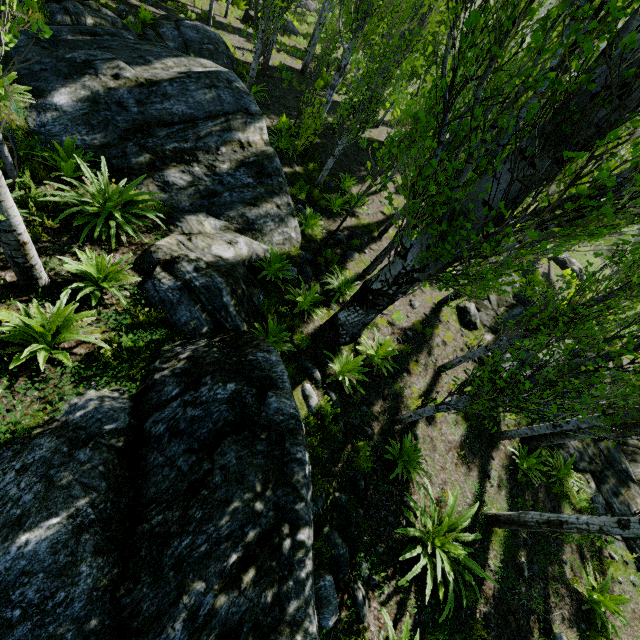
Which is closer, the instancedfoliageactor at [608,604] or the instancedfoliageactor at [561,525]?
the instancedfoliageactor at [561,525]

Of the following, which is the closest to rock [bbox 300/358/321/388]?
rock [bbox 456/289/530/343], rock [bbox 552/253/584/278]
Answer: rock [bbox 456/289/530/343]

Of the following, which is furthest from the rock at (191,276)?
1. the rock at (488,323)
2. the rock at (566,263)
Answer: the rock at (566,263)

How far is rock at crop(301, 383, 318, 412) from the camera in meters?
5.7 m

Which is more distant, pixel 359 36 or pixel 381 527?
pixel 359 36

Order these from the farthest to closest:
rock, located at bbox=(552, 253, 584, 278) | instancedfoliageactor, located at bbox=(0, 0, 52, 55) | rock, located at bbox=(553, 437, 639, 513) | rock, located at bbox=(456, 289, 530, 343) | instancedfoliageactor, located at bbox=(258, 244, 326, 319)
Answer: rock, located at bbox=(552, 253, 584, 278) → rock, located at bbox=(456, 289, 530, 343) → rock, located at bbox=(553, 437, 639, 513) → instancedfoliageactor, located at bbox=(258, 244, 326, 319) → instancedfoliageactor, located at bbox=(0, 0, 52, 55)

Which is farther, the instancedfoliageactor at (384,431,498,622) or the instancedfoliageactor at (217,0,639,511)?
the instancedfoliageactor at (384,431,498,622)
